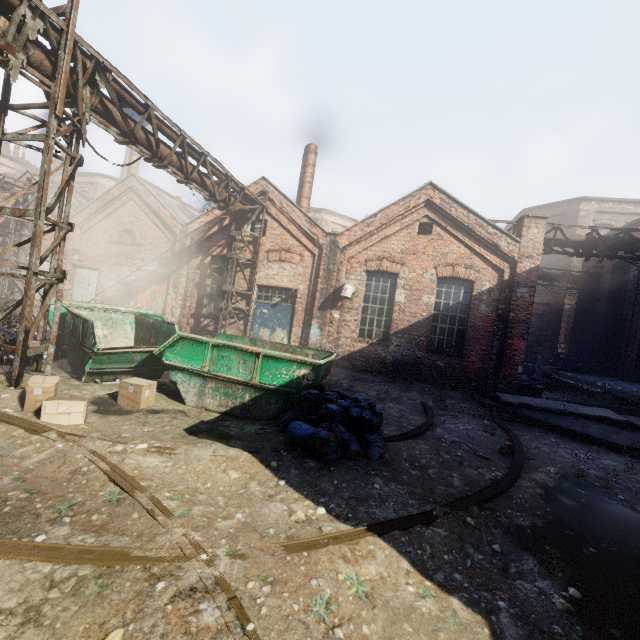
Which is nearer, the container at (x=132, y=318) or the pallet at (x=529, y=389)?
the container at (x=132, y=318)

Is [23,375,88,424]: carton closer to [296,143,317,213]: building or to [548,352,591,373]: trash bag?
[296,143,317,213]: building

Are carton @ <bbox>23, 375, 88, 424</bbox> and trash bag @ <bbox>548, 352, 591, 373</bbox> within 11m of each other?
no

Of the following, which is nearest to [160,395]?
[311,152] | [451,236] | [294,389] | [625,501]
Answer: [294,389]

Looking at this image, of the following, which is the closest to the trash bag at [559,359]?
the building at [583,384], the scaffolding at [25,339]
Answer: the building at [583,384]

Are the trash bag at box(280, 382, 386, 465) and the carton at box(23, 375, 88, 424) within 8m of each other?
yes

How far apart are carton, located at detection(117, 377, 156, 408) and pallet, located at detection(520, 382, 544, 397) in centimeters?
1169cm

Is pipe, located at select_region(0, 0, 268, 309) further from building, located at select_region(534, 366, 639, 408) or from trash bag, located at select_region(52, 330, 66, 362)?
building, located at select_region(534, 366, 639, 408)
